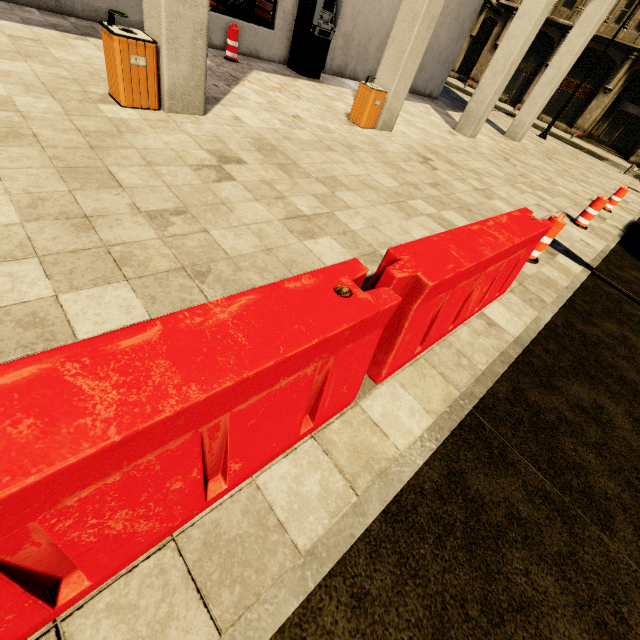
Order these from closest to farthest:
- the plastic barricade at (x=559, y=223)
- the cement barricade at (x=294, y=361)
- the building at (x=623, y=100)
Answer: the cement barricade at (x=294, y=361) < the plastic barricade at (x=559, y=223) < the building at (x=623, y=100)

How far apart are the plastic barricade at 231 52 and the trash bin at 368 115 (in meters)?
3.32

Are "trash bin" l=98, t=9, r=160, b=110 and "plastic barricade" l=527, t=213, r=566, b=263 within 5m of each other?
no

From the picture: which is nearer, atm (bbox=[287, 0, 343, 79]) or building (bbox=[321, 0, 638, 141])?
building (bbox=[321, 0, 638, 141])

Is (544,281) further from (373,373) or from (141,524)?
(141,524)

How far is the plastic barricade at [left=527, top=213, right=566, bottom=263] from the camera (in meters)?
4.47

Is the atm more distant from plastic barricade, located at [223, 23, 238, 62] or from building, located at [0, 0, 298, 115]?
plastic barricade, located at [223, 23, 238, 62]

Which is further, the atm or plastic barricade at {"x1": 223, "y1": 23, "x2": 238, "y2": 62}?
the atm
